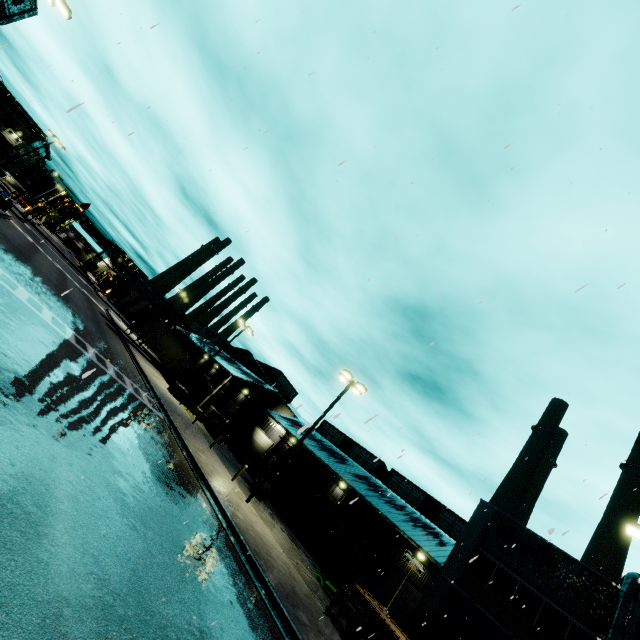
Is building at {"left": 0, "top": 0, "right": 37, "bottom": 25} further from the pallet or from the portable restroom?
the portable restroom

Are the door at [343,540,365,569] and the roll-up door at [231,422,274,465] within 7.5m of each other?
no

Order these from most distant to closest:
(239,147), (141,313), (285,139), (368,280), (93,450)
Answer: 1. (141,313)
2. (239,147)
3. (368,280)
4. (93,450)
5. (285,139)

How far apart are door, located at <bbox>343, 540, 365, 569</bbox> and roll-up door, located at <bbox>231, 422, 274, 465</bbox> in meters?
15.0 m

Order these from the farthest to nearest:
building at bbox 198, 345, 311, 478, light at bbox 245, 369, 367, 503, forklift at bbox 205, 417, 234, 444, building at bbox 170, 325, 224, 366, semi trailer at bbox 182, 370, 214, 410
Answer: building at bbox 170, 325, 224, 366 < semi trailer at bbox 182, 370, 214, 410 < building at bbox 198, 345, 311, 478 < forklift at bbox 205, 417, 234, 444 < light at bbox 245, 369, 367, 503

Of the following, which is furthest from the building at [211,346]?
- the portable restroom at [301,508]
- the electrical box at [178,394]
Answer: the electrical box at [178,394]

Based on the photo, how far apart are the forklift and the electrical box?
3.8 meters

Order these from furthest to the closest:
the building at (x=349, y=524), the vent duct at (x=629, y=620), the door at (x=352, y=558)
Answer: the door at (x=352, y=558) → the building at (x=349, y=524) → the vent duct at (x=629, y=620)
